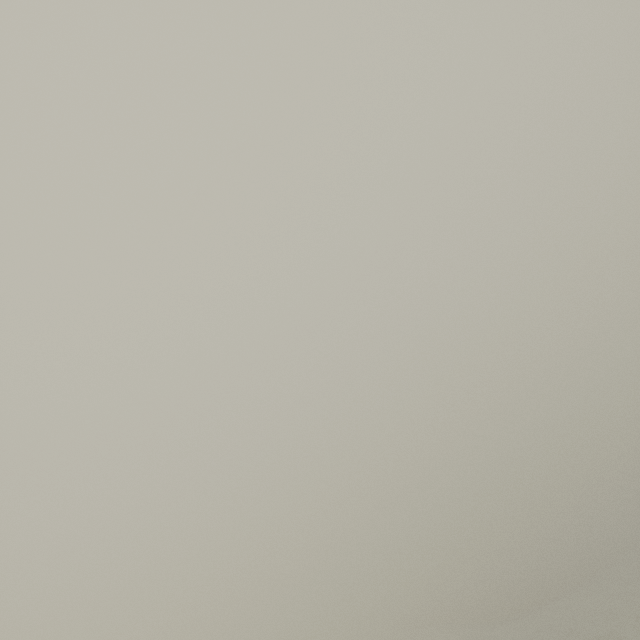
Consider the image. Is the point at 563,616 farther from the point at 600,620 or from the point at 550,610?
the point at 600,620
